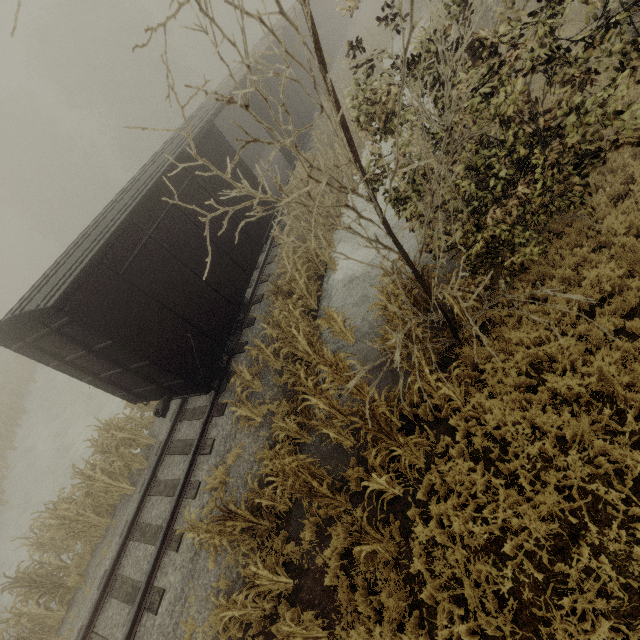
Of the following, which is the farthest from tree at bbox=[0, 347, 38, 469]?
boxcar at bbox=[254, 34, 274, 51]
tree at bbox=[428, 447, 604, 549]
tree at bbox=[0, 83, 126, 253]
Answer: tree at bbox=[428, 447, 604, 549]

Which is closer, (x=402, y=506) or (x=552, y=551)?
(x=552, y=551)

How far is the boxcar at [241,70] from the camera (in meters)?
12.17

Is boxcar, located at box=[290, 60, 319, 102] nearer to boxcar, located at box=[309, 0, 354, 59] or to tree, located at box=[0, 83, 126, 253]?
boxcar, located at box=[309, 0, 354, 59]

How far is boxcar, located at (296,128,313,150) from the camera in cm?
1520

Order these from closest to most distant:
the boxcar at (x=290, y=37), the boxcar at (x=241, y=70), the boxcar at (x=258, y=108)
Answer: the boxcar at (x=241, y=70), the boxcar at (x=258, y=108), the boxcar at (x=290, y=37)

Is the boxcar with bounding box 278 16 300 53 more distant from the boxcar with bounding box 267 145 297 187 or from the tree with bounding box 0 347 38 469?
the tree with bounding box 0 347 38 469

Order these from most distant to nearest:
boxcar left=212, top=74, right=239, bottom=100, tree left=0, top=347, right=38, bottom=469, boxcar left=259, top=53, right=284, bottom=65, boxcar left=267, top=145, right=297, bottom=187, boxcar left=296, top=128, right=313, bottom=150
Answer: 1. tree left=0, top=347, right=38, bottom=469
2. boxcar left=296, top=128, right=313, bottom=150
3. boxcar left=259, top=53, right=284, bottom=65
4. boxcar left=267, top=145, right=297, bottom=187
5. boxcar left=212, top=74, right=239, bottom=100
